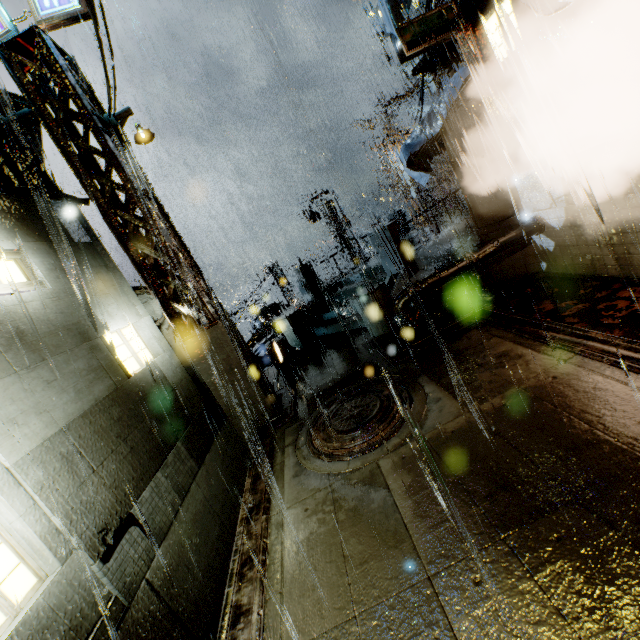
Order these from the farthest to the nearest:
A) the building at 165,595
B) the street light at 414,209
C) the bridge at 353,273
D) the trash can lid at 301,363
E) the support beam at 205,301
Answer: the street light at 414,209, the trash can lid at 301,363, the bridge at 353,273, the support beam at 205,301, the building at 165,595

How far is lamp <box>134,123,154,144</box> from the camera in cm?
755

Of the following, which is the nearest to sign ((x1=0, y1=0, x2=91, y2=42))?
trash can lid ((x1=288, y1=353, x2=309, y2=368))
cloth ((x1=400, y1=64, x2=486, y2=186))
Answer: cloth ((x1=400, y1=64, x2=486, y2=186))

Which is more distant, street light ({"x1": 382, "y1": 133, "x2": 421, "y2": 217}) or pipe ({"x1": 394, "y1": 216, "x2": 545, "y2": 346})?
street light ({"x1": 382, "y1": 133, "x2": 421, "y2": 217})

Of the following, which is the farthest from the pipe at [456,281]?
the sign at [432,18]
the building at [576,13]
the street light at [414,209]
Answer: the street light at [414,209]

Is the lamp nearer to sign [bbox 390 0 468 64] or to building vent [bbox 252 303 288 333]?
sign [bbox 390 0 468 64]

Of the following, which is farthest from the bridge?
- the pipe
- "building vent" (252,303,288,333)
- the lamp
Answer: "building vent" (252,303,288,333)

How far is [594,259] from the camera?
7.73m
